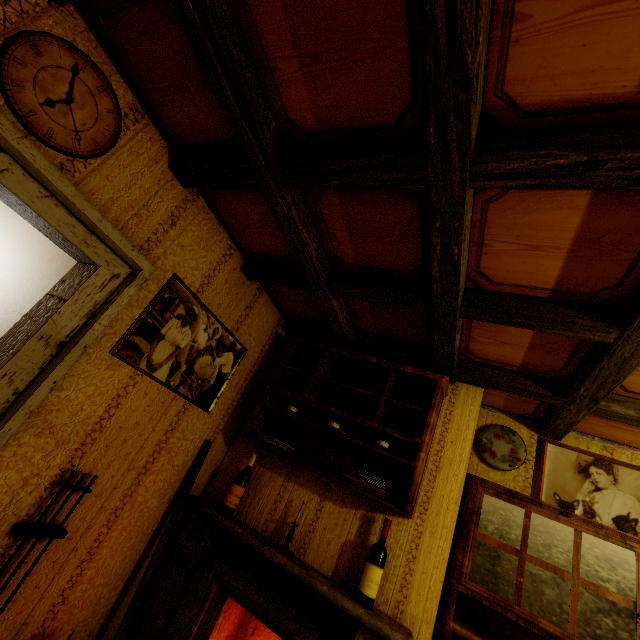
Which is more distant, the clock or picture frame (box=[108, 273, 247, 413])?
picture frame (box=[108, 273, 247, 413])

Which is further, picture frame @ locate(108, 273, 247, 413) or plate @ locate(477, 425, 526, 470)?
plate @ locate(477, 425, 526, 470)

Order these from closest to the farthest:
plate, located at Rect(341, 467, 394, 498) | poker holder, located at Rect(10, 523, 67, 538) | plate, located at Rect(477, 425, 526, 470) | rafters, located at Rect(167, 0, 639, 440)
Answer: rafters, located at Rect(167, 0, 639, 440) → poker holder, located at Rect(10, 523, 67, 538) → plate, located at Rect(341, 467, 394, 498) → plate, located at Rect(477, 425, 526, 470)

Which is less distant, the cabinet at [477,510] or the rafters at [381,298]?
the rafters at [381,298]

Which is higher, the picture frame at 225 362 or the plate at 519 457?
the plate at 519 457

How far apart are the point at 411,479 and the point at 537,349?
1.1m

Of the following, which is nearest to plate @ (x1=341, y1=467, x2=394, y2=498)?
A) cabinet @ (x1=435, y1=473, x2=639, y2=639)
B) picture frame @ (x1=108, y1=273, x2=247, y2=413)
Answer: cabinet @ (x1=435, y1=473, x2=639, y2=639)

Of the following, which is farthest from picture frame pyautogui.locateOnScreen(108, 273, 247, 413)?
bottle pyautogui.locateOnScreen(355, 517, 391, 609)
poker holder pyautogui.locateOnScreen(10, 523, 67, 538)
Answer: bottle pyautogui.locateOnScreen(355, 517, 391, 609)
